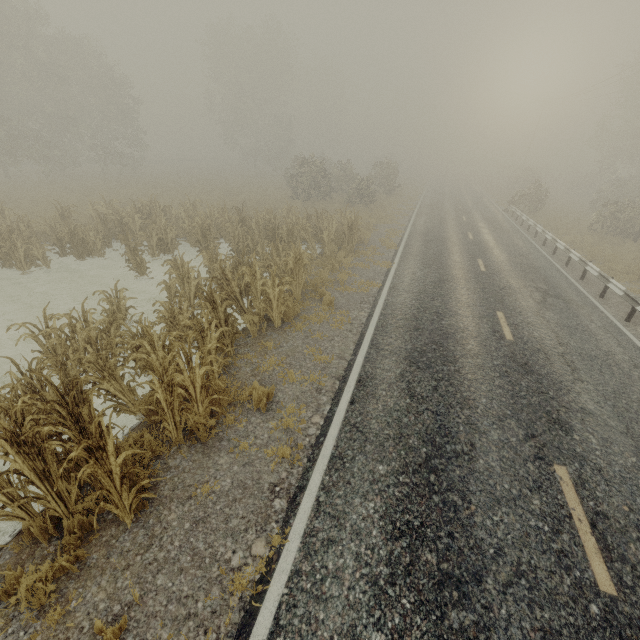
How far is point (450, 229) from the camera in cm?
2039

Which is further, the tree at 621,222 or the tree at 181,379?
the tree at 621,222

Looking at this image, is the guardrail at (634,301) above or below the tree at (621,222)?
below

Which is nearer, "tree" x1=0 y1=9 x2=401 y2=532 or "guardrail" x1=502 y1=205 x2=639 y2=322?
"tree" x1=0 y1=9 x2=401 y2=532

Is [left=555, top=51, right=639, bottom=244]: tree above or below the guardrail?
above

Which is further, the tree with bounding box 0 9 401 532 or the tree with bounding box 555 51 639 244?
the tree with bounding box 555 51 639 244

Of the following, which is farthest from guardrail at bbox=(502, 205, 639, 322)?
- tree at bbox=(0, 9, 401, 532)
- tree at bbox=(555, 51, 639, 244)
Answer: tree at bbox=(555, 51, 639, 244)
